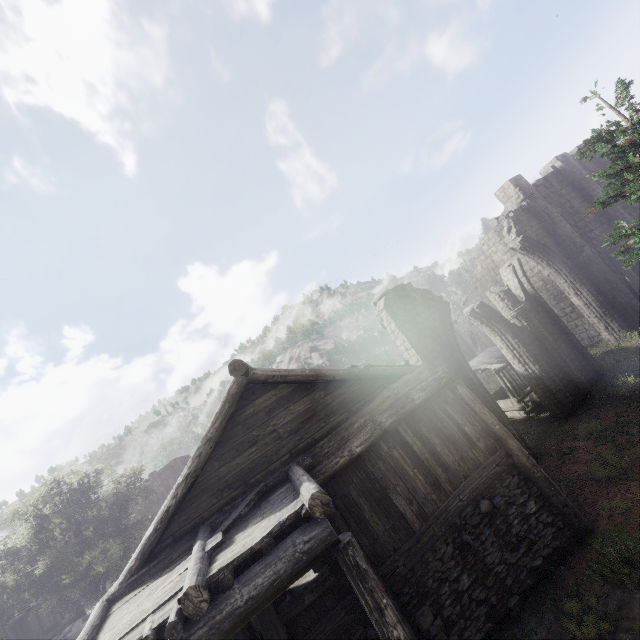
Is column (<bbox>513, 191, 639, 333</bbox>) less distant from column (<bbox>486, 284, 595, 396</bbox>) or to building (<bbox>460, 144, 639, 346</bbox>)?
building (<bbox>460, 144, 639, 346</bbox>)

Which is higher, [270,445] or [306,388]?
[306,388]

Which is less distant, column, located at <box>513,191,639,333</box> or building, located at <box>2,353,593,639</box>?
building, located at <box>2,353,593,639</box>

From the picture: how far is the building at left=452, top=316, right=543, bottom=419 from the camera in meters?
16.3 m

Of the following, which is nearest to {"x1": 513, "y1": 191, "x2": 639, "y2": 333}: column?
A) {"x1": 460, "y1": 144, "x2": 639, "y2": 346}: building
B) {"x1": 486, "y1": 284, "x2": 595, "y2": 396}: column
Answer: {"x1": 460, "y1": 144, "x2": 639, "y2": 346}: building

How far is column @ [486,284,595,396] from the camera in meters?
14.8

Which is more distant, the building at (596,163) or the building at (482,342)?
the building at (596,163)

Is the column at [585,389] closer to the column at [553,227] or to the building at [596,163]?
the building at [596,163]
